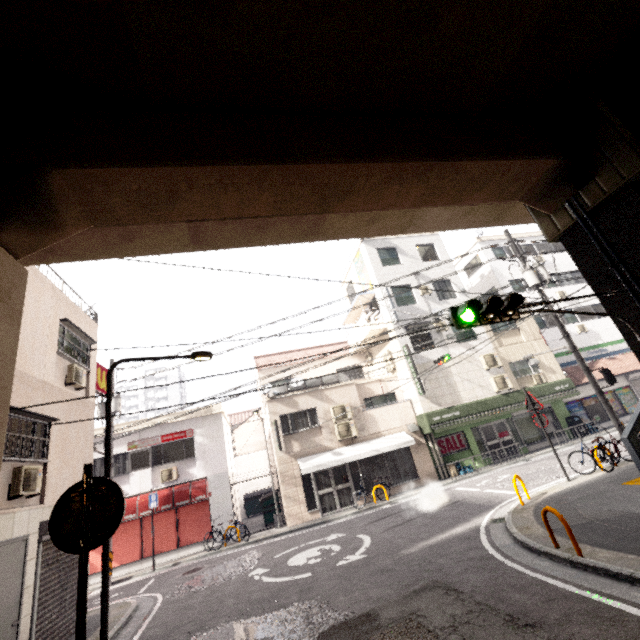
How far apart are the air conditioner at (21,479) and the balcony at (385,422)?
13.4m

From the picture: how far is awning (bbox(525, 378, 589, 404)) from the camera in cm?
1853

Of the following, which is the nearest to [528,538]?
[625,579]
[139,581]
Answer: Result: [625,579]

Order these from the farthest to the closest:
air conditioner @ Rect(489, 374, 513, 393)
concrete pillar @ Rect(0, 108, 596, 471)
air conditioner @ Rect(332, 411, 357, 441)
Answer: air conditioner @ Rect(489, 374, 513, 393) → air conditioner @ Rect(332, 411, 357, 441) → concrete pillar @ Rect(0, 108, 596, 471)

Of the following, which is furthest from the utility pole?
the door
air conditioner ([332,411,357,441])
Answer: the door

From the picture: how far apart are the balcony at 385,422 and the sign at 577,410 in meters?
10.2

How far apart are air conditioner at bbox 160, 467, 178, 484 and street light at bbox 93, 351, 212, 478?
11.3m

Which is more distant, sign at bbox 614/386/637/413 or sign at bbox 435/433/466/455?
sign at bbox 614/386/637/413
